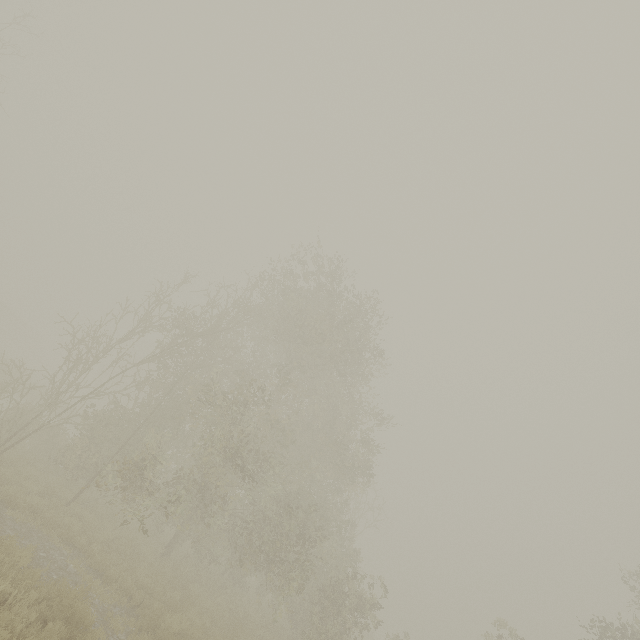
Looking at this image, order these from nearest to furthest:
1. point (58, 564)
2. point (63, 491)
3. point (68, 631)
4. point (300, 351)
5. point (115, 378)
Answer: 1. point (68, 631)
2. point (58, 564)
3. point (63, 491)
4. point (300, 351)
5. point (115, 378)

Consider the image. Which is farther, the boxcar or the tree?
the boxcar

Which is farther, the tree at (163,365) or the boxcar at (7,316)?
the boxcar at (7,316)
